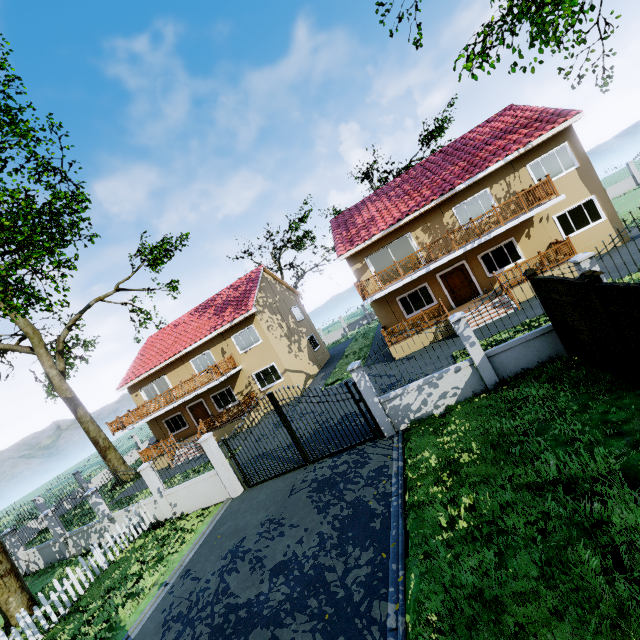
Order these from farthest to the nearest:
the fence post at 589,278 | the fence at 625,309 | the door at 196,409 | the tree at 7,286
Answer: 1. the door at 196,409
2. the tree at 7,286
3. the fence post at 589,278
4. the fence at 625,309

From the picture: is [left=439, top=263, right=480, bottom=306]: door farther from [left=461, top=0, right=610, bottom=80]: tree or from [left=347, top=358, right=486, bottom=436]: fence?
[left=461, top=0, right=610, bottom=80]: tree

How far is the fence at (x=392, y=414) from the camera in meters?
9.4 m

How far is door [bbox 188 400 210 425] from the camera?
24.1m

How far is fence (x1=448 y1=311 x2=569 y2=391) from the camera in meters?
8.7

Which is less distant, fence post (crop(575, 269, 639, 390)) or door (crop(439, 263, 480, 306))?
fence post (crop(575, 269, 639, 390))

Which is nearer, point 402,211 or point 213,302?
point 402,211
